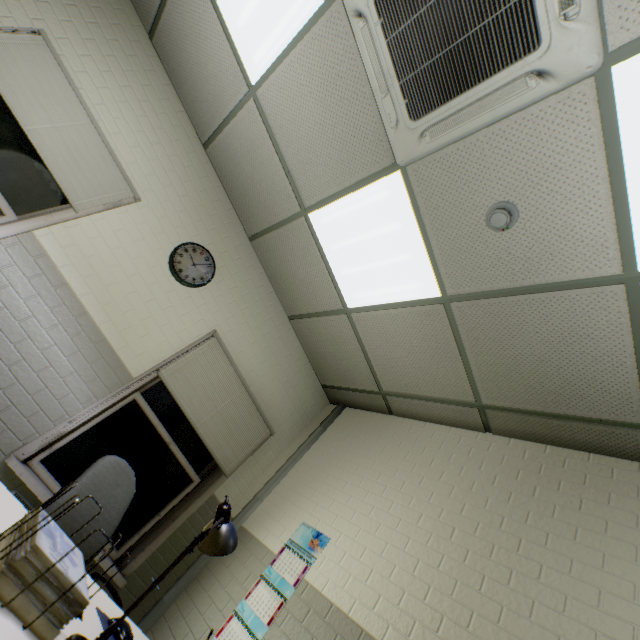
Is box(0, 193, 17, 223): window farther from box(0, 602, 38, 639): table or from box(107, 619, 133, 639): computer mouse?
box(107, 619, 133, 639): computer mouse

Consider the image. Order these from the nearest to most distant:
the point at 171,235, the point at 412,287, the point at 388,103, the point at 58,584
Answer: the point at 58,584 → the point at 388,103 → the point at 412,287 → the point at 171,235

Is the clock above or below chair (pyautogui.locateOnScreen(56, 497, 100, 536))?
above

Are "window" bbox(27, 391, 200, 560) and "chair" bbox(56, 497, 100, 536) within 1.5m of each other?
yes

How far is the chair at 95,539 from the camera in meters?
1.9

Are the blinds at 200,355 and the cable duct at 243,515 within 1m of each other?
yes

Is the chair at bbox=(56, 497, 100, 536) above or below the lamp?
below

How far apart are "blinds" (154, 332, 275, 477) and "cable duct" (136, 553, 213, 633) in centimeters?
38cm
